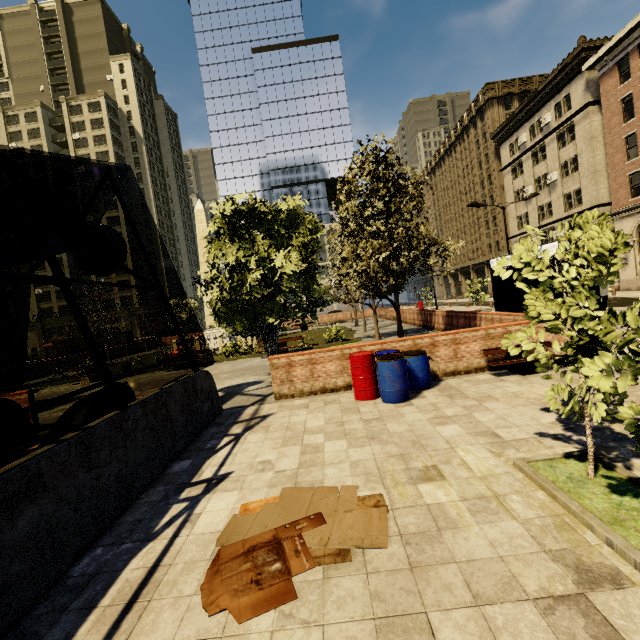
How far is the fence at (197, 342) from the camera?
23.6m

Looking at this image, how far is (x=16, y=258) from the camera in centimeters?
604cm

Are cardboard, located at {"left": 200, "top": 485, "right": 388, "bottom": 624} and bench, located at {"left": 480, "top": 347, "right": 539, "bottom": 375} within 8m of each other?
yes

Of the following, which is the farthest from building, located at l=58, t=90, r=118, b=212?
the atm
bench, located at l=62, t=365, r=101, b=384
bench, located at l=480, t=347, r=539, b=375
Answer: the atm

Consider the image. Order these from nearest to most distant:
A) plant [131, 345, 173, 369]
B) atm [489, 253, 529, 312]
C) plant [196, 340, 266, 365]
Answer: atm [489, 253, 529, 312] → plant [196, 340, 266, 365] → plant [131, 345, 173, 369]

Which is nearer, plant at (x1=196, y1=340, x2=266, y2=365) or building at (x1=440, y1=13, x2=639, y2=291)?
plant at (x1=196, y1=340, x2=266, y2=365)

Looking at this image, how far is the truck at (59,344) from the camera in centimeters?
5000cm

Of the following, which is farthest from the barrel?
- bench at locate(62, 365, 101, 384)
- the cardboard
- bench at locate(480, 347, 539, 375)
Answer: bench at locate(62, 365, 101, 384)
